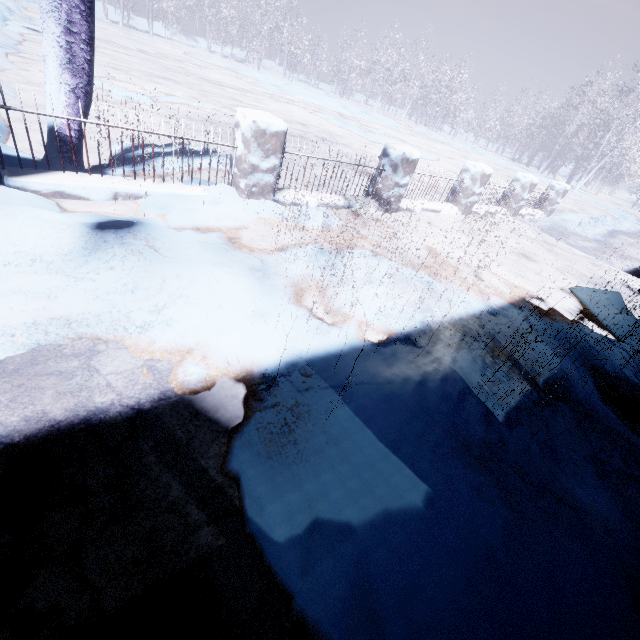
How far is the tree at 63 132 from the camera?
2.9m

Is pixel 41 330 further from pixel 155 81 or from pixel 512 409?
pixel 155 81

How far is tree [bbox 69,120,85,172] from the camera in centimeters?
293cm

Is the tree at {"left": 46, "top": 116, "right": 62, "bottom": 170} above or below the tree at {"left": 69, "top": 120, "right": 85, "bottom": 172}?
below
